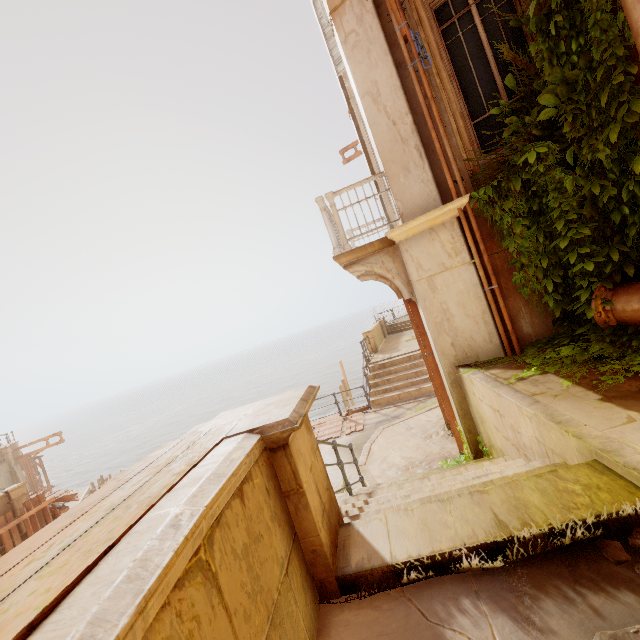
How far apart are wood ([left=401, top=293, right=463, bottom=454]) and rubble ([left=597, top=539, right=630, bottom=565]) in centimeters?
458cm

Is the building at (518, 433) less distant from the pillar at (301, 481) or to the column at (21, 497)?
the pillar at (301, 481)

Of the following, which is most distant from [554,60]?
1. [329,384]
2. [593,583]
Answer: [329,384]

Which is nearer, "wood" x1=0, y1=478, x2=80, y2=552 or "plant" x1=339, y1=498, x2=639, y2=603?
"plant" x1=339, y1=498, x2=639, y2=603

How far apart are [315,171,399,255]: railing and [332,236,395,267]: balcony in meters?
0.0 m

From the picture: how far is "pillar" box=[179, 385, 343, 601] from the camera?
1.91m

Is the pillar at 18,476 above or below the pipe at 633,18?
below

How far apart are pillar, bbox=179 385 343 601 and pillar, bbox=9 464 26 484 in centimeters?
3451cm
